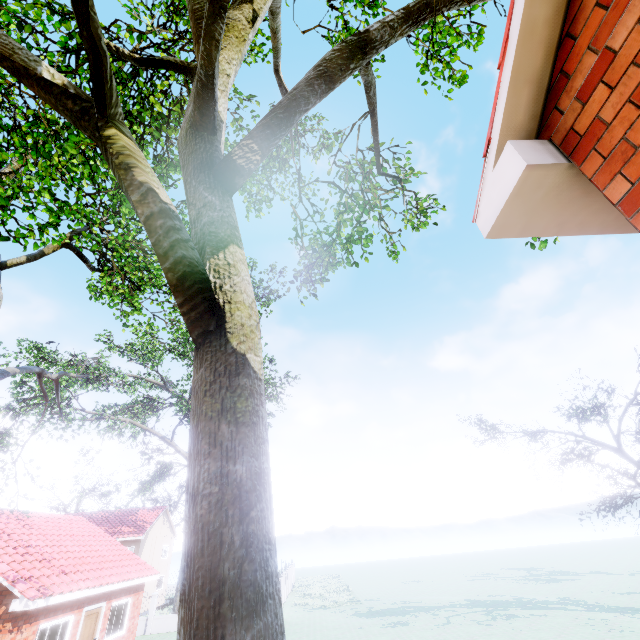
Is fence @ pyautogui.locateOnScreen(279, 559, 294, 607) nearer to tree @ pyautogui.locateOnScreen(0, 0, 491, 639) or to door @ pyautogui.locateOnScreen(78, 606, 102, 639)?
tree @ pyautogui.locateOnScreen(0, 0, 491, 639)

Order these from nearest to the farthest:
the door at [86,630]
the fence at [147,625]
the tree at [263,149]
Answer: the tree at [263,149], the door at [86,630], the fence at [147,625]

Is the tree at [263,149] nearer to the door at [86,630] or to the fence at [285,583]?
the fence at [285,583]

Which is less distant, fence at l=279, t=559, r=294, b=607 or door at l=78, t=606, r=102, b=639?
door at l=78, t=606, r=102, b=639

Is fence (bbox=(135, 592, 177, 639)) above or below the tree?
below

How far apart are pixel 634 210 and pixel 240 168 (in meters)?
3.14

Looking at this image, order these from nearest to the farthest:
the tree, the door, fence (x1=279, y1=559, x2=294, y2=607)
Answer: the tree < the door < fence (x1=279, y1=559, x2=294, y2=607)
